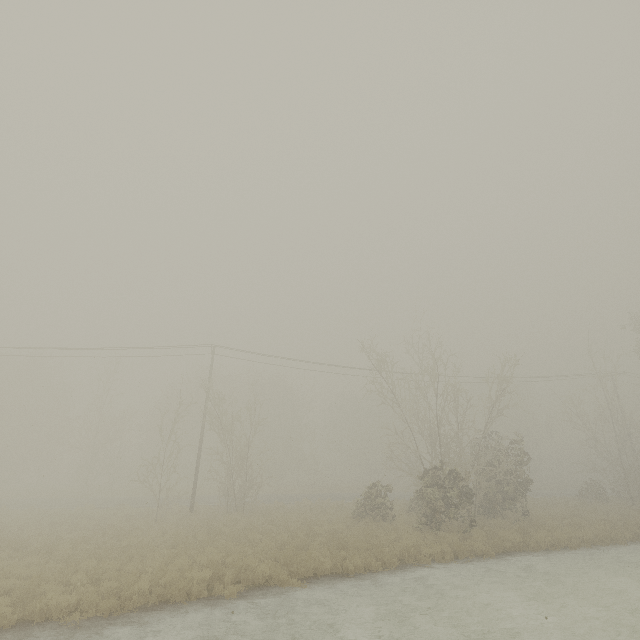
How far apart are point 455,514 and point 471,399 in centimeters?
777cm
